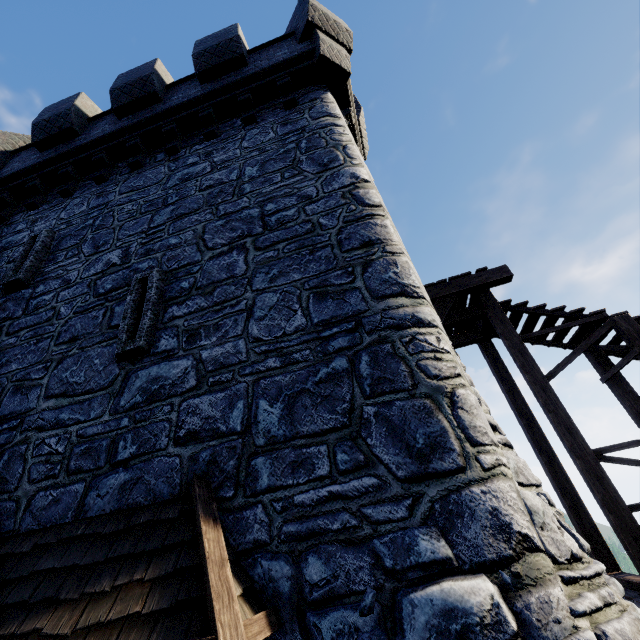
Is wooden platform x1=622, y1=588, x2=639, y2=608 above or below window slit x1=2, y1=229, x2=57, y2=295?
below

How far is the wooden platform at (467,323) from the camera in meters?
7.1 m

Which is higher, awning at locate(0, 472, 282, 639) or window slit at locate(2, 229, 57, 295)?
window slit at locate(2, 229, 57, 295)

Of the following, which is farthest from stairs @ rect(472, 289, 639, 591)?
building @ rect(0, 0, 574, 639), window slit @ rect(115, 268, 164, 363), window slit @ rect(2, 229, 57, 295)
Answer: window slit @ rect(2, 229, 57, 295)

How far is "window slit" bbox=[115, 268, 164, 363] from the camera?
4.4 meters

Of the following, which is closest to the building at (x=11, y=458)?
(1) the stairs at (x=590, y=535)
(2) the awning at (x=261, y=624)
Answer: (2) the awning at (x=261, y=624)

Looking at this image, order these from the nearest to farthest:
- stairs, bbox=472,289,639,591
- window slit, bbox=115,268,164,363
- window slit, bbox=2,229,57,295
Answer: window slit, bbox=115,268,164,363
stairs, bbox=472,289,639,591
window slit, bbox=2,229,57,295

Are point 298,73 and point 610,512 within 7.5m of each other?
no
